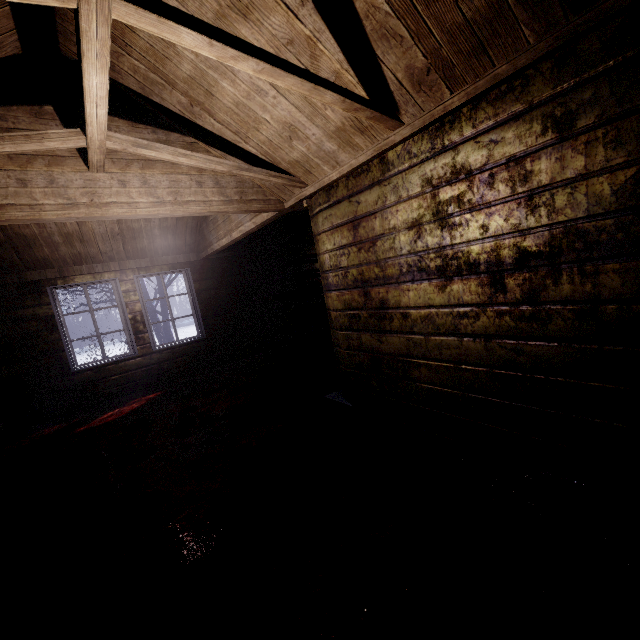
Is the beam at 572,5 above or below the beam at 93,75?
below

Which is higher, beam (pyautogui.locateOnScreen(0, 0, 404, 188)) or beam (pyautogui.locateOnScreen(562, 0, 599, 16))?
beam (pyautogui.locateOnScreen(0, 0, 404, 188))

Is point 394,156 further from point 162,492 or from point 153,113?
point 162,492
